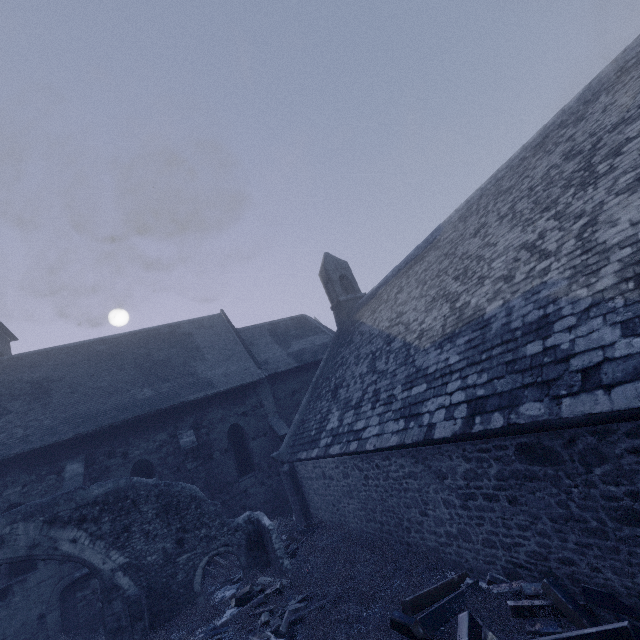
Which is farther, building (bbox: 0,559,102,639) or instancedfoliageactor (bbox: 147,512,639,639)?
building (bbox: 0,559,102,639)

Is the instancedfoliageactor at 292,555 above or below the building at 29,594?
below

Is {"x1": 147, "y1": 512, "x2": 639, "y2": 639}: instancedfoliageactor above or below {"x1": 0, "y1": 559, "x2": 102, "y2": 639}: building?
below

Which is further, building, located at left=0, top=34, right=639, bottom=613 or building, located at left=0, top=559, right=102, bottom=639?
building, located at left=0, top=559, right=102, bottom=639

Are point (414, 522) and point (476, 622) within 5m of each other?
yes
